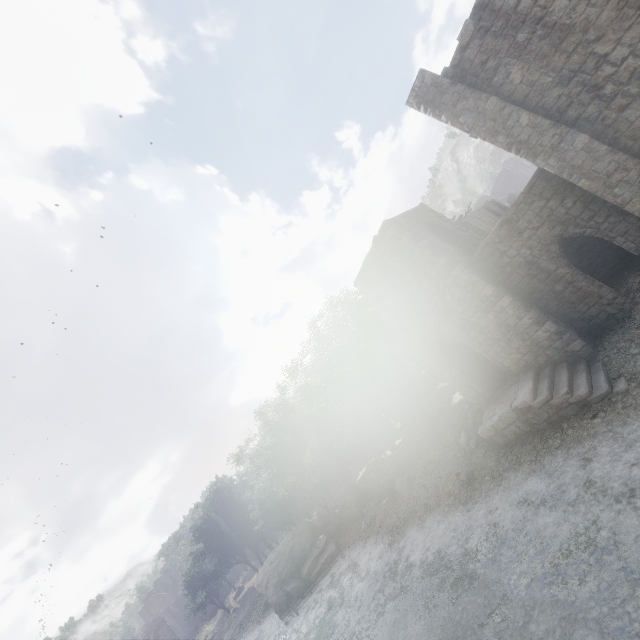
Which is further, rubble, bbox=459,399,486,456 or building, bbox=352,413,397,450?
building, bbox=352,413,397,450

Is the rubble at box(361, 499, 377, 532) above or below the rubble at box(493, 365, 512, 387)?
below

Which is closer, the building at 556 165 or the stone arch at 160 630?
the building at 556 165

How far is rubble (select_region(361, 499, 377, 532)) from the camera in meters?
23.3

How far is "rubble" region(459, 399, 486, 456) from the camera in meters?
17.2

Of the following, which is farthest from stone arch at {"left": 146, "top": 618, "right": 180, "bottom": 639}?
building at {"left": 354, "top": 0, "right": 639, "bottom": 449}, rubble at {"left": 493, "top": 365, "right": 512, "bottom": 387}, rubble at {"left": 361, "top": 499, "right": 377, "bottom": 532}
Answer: rubble at {"left": 493, "top": 365, "right": 512, "bottom": 387}

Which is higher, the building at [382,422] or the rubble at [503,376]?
the building at [382,422]

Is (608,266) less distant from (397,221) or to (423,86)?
(397,221)
